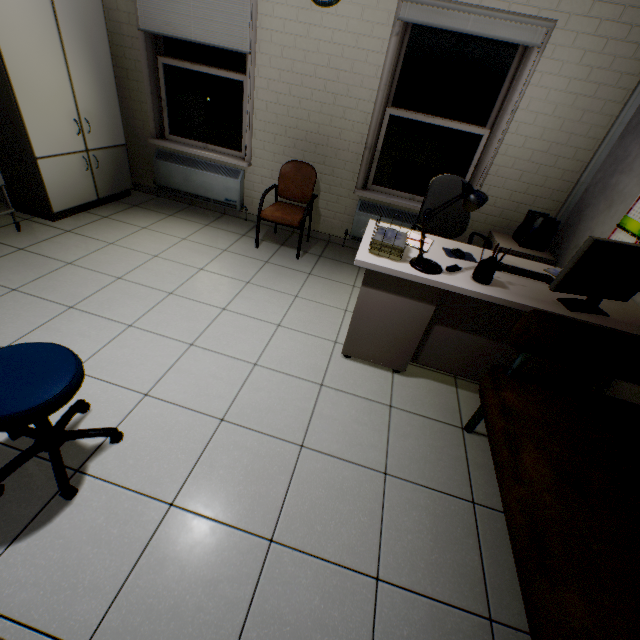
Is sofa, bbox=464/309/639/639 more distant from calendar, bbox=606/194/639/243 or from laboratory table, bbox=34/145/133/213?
laboratory table, bbox=34/145/133/213

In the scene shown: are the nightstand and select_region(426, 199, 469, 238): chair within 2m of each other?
yes

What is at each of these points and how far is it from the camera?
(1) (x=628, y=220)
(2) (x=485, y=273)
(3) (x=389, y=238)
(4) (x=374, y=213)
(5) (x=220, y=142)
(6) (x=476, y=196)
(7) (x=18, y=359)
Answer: (1) calendar, 2.45m
(2) stationery set, 1.94m
(3) paper stack, 2.07m
(4) radiator, 3.87m
(5) window, 4.06m
(6) lamp, 1.90m
(7) chair, 1.32m

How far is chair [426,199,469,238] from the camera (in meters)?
3.08

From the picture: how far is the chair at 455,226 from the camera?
3.08m

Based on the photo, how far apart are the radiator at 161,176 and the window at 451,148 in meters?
1.6 m

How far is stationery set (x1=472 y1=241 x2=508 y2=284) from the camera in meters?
1.9

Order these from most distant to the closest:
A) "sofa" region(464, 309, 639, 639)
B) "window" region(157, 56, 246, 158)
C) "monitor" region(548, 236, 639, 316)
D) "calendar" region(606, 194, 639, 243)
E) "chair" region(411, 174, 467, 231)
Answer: "window" region(157, 56, 246, 158) → "chair" region(411, 174, 467, 231) → "calendar" region(606, 194, 639, 243) → "monitor" region(548, 236, 639, 316) → "sofa" region(464, 309, 639, 639)
